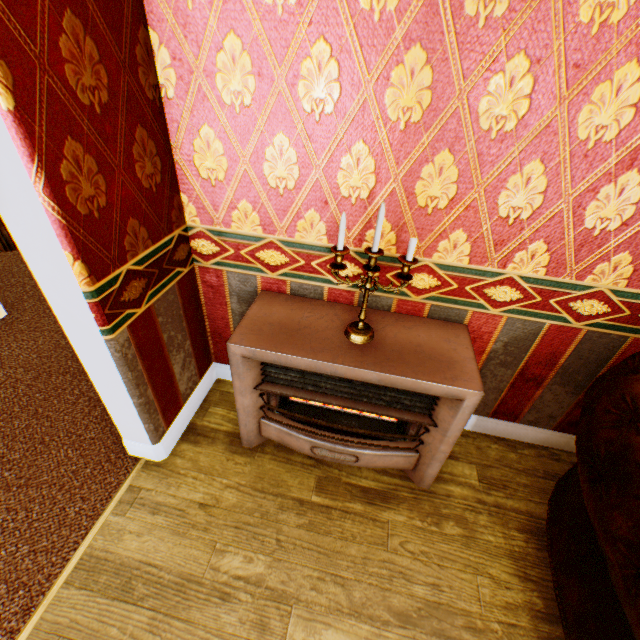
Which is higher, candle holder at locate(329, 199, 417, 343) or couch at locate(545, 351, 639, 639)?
candle holder at locate(329, 199, 417, 343)

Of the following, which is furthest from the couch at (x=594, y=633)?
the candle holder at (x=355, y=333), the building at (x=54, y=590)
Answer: the candle holder at (x=355, y=333)

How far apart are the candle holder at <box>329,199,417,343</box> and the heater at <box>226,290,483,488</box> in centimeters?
1cm

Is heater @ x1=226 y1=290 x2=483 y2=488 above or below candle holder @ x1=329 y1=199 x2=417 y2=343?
below

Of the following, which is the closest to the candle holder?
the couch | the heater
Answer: the heater

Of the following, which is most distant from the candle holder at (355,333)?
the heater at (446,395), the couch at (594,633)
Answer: the couch at (594,633)

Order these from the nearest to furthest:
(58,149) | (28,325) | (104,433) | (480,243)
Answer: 1. (58,149)
2. (480,243)
3. (104,433)
4. (28,325)

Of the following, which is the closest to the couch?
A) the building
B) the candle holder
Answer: the building
